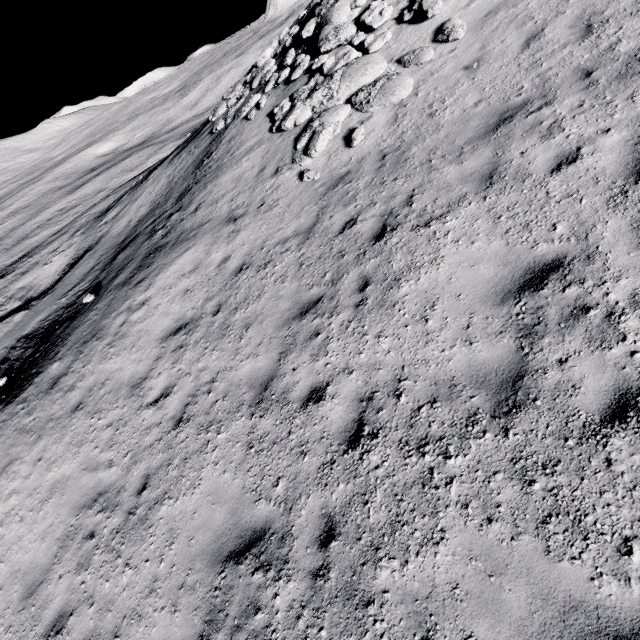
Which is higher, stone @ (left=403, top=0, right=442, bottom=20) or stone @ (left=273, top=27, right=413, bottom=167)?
stone @ (left=403, top=0, right=442, bottom=20)

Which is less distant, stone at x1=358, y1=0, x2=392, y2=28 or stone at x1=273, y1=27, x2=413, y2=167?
stone at x1=273, y1=27, x2=413, y2=167

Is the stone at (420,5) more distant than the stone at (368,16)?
No

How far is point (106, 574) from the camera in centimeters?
561cm

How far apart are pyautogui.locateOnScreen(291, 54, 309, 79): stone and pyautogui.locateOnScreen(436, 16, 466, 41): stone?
5.7m

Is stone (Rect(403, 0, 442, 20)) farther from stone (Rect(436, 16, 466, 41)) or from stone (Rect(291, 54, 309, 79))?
stone (Rect(291, 54, 309, 79))

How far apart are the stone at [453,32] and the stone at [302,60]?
5.70m

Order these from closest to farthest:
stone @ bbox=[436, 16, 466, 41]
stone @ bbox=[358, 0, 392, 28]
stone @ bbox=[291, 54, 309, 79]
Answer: stone @ bbox=[436, 16, 466, 41] < stone @ bbox=[358, 0, 392, 28] < stone @ bbox=[291, 54, 309, 79]
